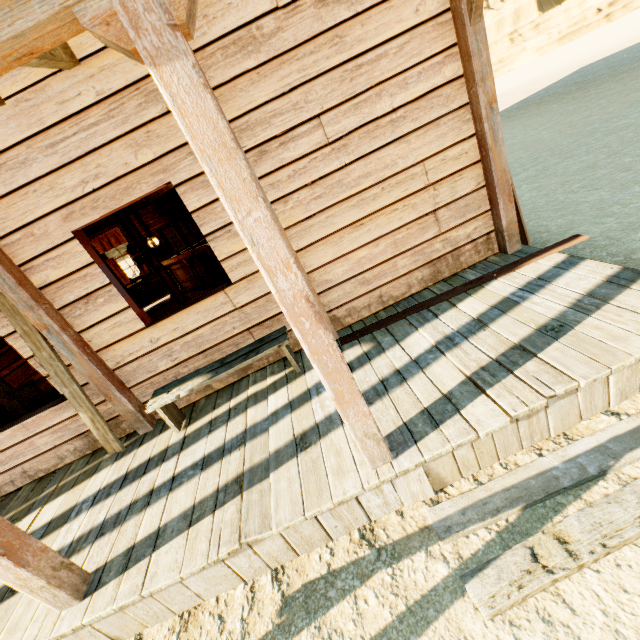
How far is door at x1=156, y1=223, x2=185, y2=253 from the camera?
12.92m

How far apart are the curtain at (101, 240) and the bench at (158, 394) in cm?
1160

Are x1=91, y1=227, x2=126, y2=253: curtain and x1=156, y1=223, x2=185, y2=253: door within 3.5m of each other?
yes

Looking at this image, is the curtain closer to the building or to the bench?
the building

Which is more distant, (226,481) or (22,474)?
(22,474)

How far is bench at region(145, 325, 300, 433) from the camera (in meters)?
3.32

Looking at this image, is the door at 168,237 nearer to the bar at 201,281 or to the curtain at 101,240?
the curtain at 101,240

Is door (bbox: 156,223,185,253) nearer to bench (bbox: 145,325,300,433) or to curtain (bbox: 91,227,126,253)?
curtain (bbox: 91,227,126,253)
